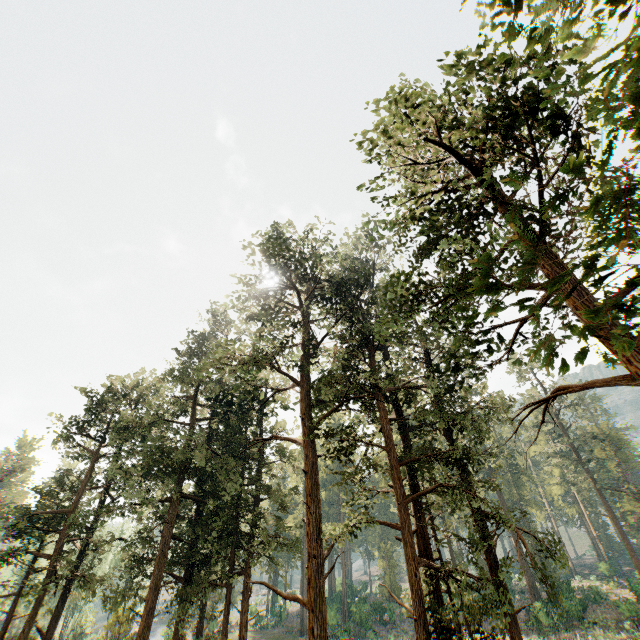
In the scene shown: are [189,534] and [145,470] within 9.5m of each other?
yes
